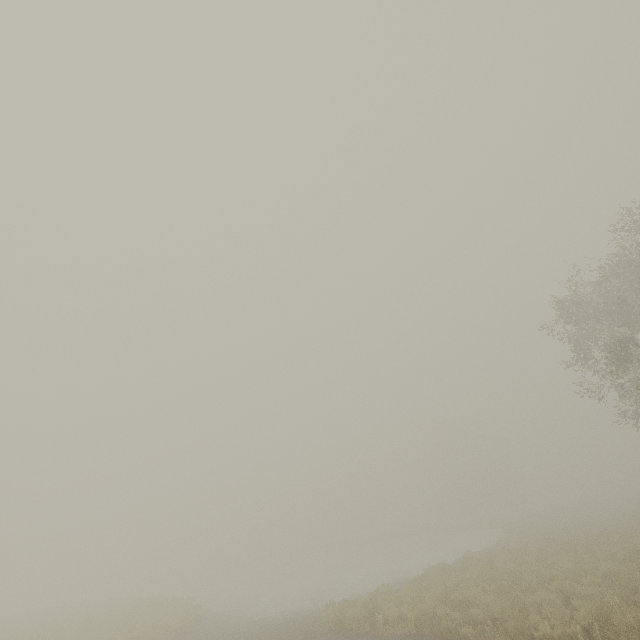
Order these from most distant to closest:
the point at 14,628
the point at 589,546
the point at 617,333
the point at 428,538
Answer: the point at 428,538, the point at 14,628, the point at 589,546, the point at 617,333
